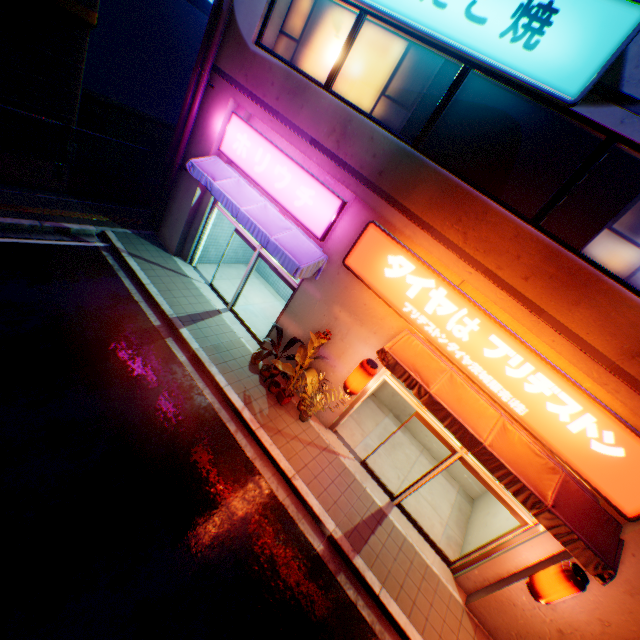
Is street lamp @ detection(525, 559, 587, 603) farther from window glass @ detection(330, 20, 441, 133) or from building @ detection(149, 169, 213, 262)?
window glass @ detection(330, 20, 441, 133)

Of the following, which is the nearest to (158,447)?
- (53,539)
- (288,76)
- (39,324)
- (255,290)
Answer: (53,539)

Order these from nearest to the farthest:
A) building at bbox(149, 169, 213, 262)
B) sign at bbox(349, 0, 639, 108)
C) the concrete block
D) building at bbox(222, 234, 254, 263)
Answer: sign at bbox(349, 0, 639, 108)
the concrete block
building at bbox(149, 169, 213, 262)
building at bbox(222, 234, 254, 263)

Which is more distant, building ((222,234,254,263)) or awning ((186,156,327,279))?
building ((222,234,254,263))

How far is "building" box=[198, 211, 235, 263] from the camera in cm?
1126

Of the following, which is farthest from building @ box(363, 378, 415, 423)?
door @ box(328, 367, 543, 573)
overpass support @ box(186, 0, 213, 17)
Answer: overpass support @ box(186, 0, 213, 17)

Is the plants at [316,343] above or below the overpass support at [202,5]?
below

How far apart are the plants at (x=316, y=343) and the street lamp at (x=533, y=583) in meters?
5.6 m
